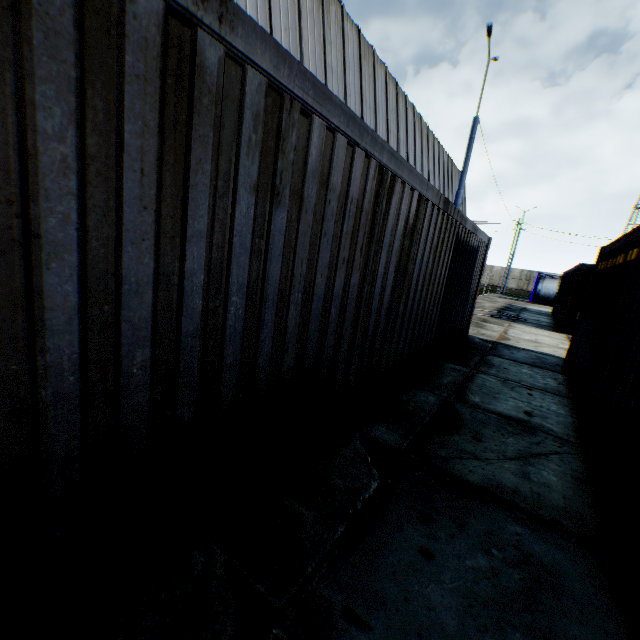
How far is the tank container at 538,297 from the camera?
29.6m

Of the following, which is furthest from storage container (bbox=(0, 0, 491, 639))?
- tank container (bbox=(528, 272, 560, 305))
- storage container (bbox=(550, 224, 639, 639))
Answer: tank container (bbox=(528, 272, 560, 305))

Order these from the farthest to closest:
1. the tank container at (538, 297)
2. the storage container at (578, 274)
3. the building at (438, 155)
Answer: Result:
1. the tank container at (538, 297)
2. the building at (438, 155)
3. the storage container at (578, 274)

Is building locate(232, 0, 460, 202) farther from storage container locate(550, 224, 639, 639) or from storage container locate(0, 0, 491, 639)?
storage container locate(550, 224, 639, 639)

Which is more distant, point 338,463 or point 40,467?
point 338,463

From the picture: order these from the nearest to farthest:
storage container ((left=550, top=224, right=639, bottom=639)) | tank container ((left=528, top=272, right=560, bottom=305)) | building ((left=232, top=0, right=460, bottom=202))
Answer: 1. storage container ((left=550, top=224, right=639, bottom=639))
2. building ((left=232, top=0, right=460, bottom=202))
3. tank container ((left=528, top=272, right=560, bottom=305))

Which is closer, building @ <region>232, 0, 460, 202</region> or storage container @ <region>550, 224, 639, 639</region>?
storage container @ <region>550, 224, 639, 639</region>

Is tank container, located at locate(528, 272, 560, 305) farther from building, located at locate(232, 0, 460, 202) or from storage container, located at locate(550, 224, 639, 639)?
storage container, located at locate(550, 224, 639, 639)
